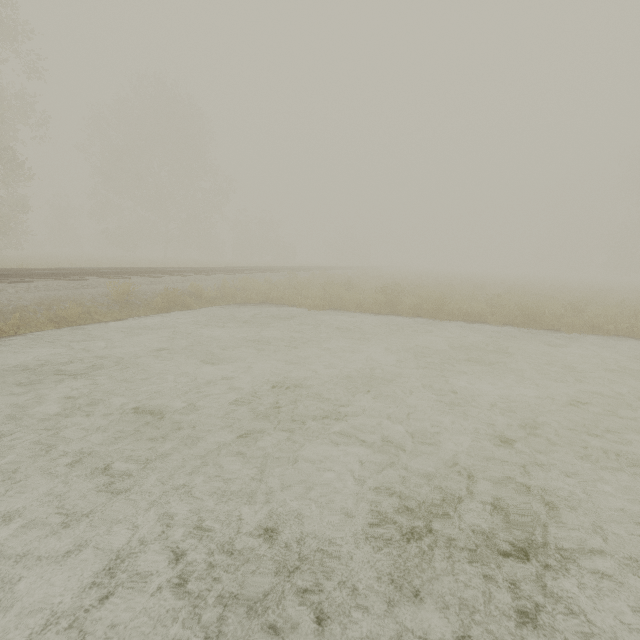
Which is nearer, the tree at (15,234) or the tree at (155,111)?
the tree at (15,234)

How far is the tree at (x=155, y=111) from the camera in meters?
28.7

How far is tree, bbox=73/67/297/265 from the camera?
28.70m

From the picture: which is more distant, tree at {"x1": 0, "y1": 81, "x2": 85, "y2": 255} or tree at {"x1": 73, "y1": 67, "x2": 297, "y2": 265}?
tree at {"x1": 73, "y1": 67, "x2": 297, "y2": 265}

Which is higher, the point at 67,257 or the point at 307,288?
the point at 67,257
